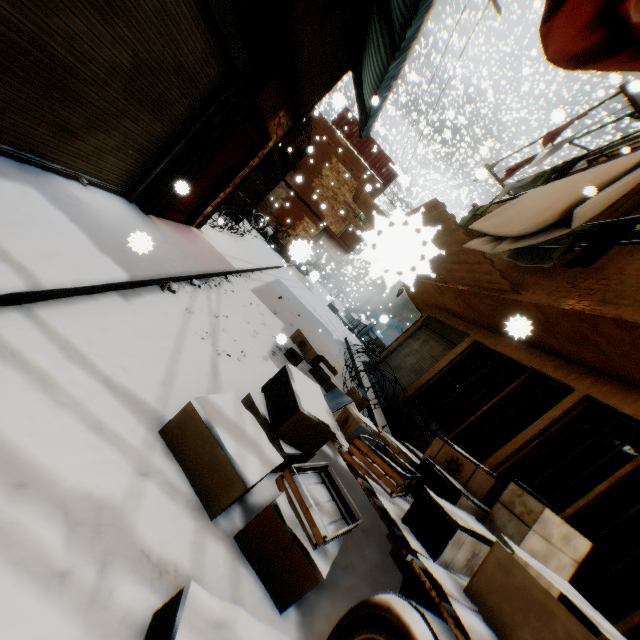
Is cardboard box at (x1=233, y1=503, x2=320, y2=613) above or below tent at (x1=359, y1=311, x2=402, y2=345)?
below

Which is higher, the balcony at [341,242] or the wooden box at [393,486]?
the balcony at [341,242]

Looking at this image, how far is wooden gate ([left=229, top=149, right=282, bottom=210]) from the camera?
11.5m

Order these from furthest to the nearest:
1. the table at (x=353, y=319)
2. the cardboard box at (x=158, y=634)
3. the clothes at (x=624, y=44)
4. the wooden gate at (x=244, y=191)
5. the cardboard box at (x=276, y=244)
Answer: the table at (x=353, y=319) → the cardboard box at (x=276, y=244) → the wooden gate at (x=244, y=191) → the clothes at (x=624, y=44) → the cardboard box at (x=158, y=634)

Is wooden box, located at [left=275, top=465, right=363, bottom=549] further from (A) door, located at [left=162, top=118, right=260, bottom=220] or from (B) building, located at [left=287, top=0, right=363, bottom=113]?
(A) door, located at [left=162, top=118, right=260, bottom=220]

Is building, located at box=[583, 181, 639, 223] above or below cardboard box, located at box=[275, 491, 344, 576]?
above

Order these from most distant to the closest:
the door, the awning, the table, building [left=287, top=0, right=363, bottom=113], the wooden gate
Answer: the table, the wooden gate, the door, building [left=287, top=0, right=363, bottom=113], the awning

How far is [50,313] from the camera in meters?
2.4
